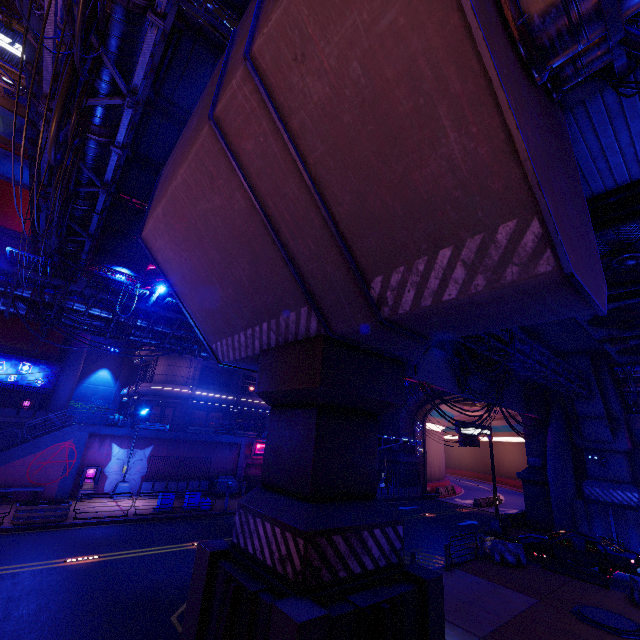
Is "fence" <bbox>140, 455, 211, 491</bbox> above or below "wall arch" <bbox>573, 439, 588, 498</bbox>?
below

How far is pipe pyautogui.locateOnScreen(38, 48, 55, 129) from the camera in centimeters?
838cm

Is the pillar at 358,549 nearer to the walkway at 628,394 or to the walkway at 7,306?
the walkway at 7,306

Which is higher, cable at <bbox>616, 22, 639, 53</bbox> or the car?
cable at <bbox>616, 22, 639, 53</bbox>

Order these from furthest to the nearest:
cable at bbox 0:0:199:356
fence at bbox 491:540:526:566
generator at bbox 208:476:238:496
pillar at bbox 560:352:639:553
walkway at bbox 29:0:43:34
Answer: generator at bbox 208:476:238:496, pillar at bbox 560:352:639:553, fence at bbox 491:540:526:566, walkway at bbox 29:0:43:34, cable at bbox 0:0:199:356

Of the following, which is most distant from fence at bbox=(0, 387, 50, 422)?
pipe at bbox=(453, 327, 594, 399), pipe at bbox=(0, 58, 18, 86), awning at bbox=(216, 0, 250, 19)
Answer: pipe at bbox=(0, 58, 18, 86)

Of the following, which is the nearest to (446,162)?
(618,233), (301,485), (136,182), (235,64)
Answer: (235,64)

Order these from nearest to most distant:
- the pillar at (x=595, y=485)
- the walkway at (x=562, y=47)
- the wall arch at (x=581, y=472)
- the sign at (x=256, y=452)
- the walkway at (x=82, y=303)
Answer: the walkway at (x=562, y=47) → the walkway at (x=82, y=303) → the pillar at (x=595, y=485) → the wall arch at (x=581, y=472) → the sign at (x=256, y=452)
